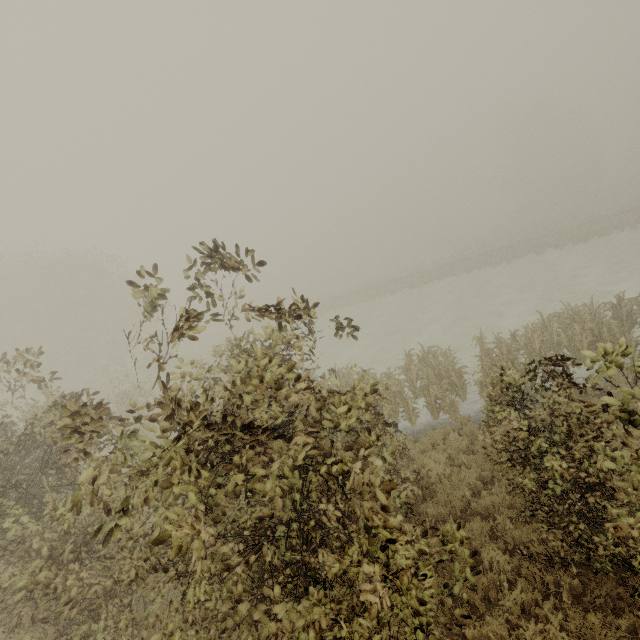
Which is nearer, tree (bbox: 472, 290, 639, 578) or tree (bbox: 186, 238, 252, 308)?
tree (bbox: 472, 290, 639, 578)

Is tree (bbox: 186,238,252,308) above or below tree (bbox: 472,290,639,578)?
above

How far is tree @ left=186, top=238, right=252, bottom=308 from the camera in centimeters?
364cm

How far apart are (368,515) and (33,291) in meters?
34.3 m

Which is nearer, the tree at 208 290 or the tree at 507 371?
the tree at 507 371

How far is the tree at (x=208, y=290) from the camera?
3.6m
